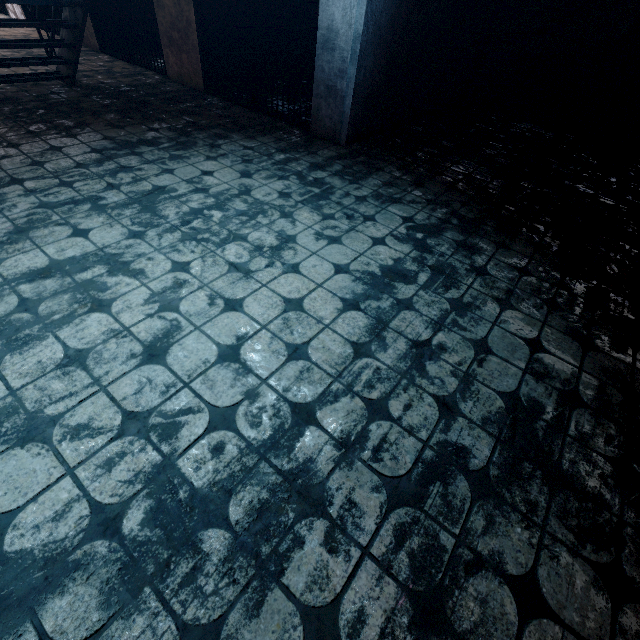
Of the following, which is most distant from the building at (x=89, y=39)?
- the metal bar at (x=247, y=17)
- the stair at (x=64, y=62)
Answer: the stair at (x=64, y=62)

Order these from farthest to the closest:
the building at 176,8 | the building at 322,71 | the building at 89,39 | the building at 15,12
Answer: the building at 15,12, the building at 89,39, the building at 176,8, the building at 322,71

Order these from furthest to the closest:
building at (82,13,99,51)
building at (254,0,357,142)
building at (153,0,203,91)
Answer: building at (82,13,99,51) → building at (153,0,203,91) → building at (254,0,357,142)

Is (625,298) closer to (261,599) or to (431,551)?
(431,551)

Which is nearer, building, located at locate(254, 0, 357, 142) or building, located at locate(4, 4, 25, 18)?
building, located at locate(254, 0, 357, 142)

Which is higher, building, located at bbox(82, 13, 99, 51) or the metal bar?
the metal bar

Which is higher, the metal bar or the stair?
the metal bar

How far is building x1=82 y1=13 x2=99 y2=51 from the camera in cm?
573
